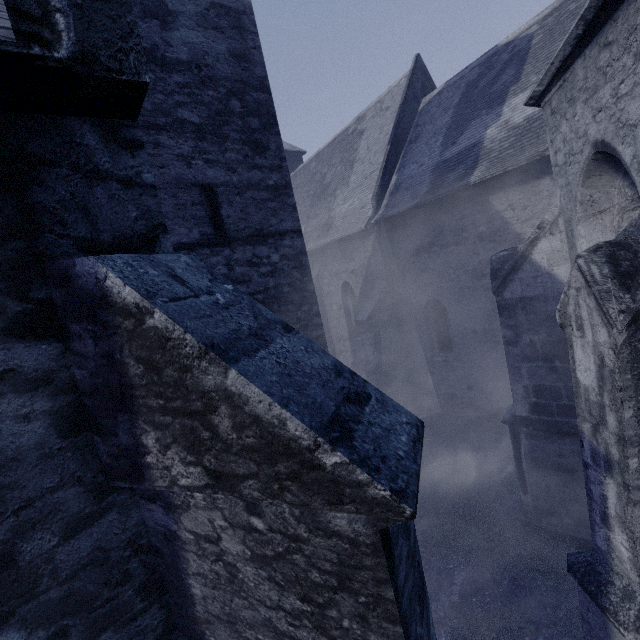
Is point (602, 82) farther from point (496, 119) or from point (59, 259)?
point (496, 119)
